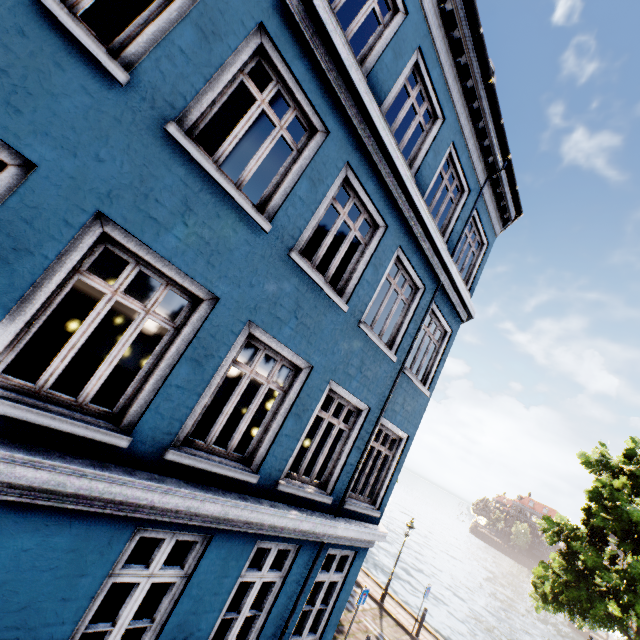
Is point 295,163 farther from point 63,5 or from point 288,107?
point 288,107

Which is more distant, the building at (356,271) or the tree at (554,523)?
the tree at (554,523)

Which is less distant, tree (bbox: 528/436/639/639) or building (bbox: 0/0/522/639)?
building (bbox: 0/0/522/639)
